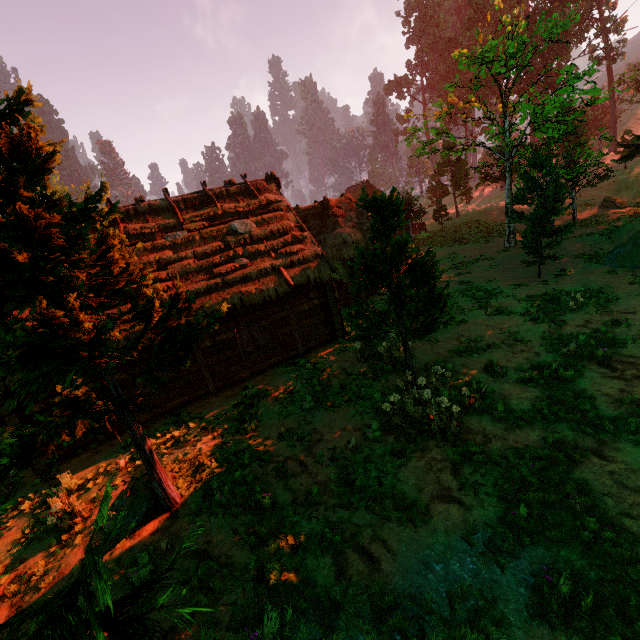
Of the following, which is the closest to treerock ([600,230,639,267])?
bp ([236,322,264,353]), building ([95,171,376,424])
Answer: building ([95,171,376,424])

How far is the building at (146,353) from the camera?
11.3 meters

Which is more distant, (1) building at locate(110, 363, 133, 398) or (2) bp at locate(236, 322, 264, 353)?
(2) bp at locate(236, 322, 264, 353)

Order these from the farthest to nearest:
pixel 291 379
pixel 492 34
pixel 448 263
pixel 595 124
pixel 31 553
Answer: pixel 595 124, pixel 492 34, pixel 448 263, pixel 291 379, pixel 31 553

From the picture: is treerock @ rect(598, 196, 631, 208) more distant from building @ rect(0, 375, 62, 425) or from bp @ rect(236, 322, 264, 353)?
bp @ rect(236, 322, 264, 353)

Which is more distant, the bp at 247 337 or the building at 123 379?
the bp at 247 337

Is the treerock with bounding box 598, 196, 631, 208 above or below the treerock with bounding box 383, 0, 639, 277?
below
